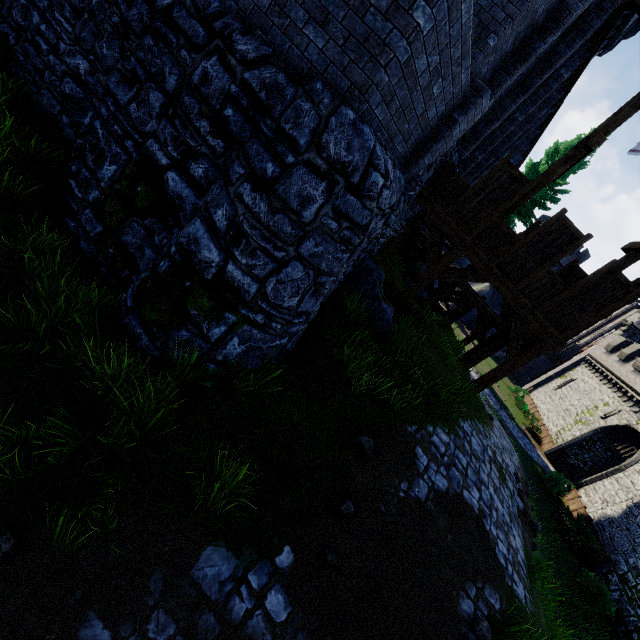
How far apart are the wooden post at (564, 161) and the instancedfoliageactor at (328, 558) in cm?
909

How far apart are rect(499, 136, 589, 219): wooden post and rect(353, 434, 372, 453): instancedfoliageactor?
7.2m

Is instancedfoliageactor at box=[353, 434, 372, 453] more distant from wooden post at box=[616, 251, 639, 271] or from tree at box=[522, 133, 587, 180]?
tree at box=[522, 133, 587, 180]

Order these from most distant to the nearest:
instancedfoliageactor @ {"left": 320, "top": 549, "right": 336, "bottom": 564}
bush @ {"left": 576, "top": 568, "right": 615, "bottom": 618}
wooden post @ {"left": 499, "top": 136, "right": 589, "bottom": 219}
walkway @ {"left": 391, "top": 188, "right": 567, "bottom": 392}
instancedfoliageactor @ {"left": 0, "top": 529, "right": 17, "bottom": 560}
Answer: bush @ {"left": 576, "top": 568, "right": 615, "bottom": 618}, walkway @ {"left": 391, "top": 188, "right": 567, "bottom": 392}, wooden post @ {"left": 499, "top": 136, "right": 589, "bottom": 219}, instancedfoliageactor @ {"left": 320, "top": 549, "right": 336, "bottom": 564}, instancedfoliageactor @ {"left": 0, "top": 529, "right": 17, "bottom": 560}

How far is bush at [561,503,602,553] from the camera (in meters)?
17.11

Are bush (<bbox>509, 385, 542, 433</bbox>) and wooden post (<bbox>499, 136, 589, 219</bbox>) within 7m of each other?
no

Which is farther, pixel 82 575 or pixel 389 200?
pixel 389 200

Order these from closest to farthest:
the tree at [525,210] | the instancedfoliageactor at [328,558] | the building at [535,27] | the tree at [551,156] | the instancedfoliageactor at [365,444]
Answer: the instancedfoliageactor at [328,558] < the instancedfoliageactor at [365,444] < the building at [535,27] < the tree at [525,210] < the tree at [551,156]
